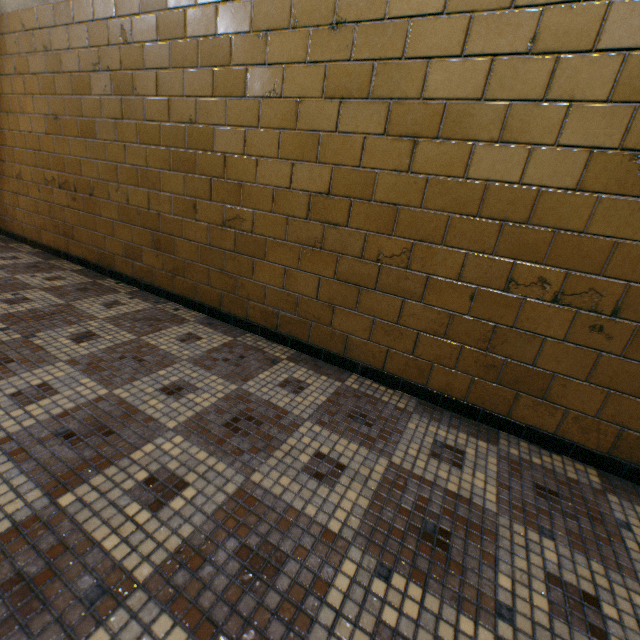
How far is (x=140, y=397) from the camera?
1.4m
